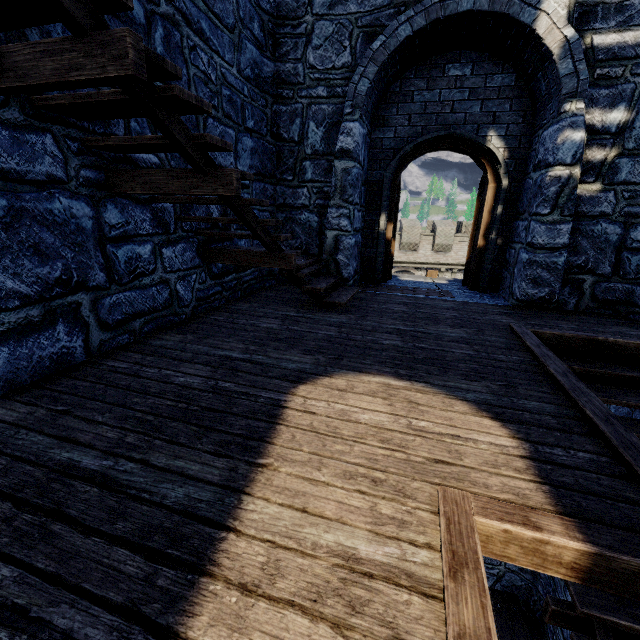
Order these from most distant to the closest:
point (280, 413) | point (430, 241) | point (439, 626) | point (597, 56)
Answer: point (430, 241)
point (597, 56)
point (280, 413)
point (439, 626)
